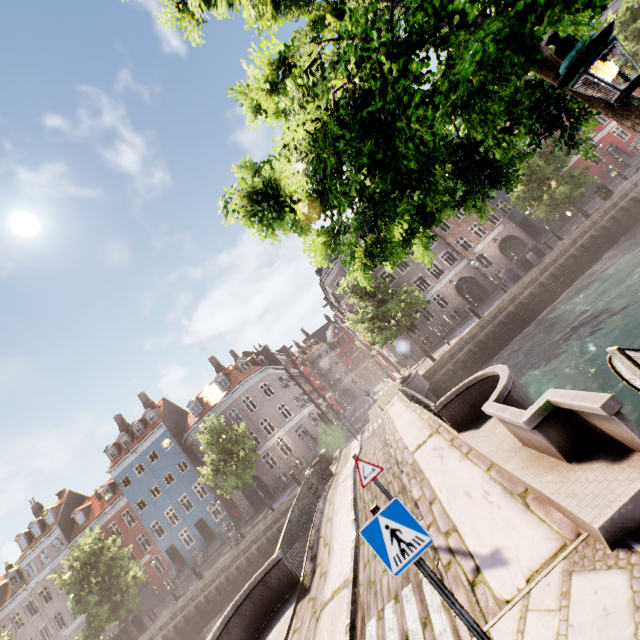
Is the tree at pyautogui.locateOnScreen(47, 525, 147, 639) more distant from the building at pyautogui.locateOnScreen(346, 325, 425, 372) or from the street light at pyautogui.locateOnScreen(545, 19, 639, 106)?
the building at pyautogui.locateOnScreen(346, 325, 425, 372)

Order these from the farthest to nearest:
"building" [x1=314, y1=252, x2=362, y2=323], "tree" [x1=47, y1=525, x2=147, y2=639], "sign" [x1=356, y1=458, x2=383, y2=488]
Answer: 1. "building" [x1=314, y1=252, x2=362, y2=323]
2. "tree" [x1=47, y1=525, x2=147, y2=639]
3. "sign" [x1=356, y1=458, x2=383, y2=488]

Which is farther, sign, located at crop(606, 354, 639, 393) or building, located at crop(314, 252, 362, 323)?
building, located at crop(314, 252, 362, 323)

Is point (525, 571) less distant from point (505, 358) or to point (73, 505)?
point (505, 358)

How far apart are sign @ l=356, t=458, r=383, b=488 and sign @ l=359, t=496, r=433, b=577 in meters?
2.9 m

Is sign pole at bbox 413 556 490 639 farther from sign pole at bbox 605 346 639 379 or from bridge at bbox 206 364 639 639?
sign pole at bbox 605 346 639 379

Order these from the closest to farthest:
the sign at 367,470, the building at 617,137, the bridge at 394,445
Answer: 1. the bridge at 394,445
2. the sign at 367,470
3. the building at 617,137

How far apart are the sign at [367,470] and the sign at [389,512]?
2.9 meters
